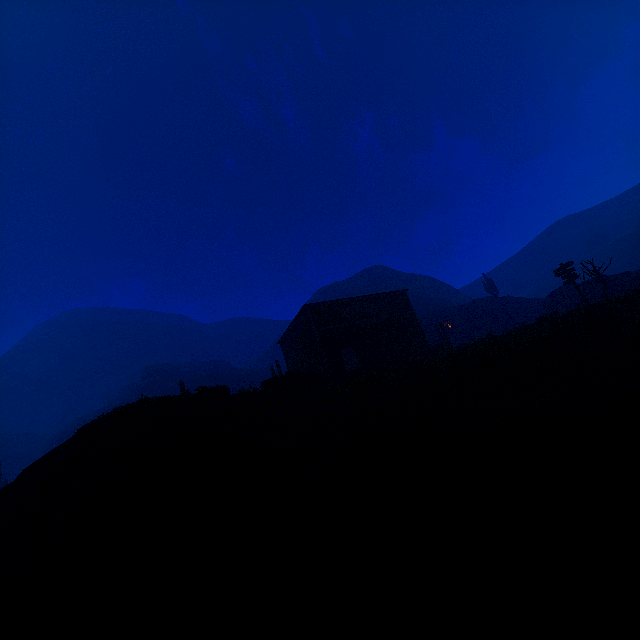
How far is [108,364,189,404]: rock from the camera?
54.62m

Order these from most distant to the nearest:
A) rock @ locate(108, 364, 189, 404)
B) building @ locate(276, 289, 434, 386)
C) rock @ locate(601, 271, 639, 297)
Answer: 1. rock @ locate(108, 364, 189, 404)
2. rock @ locate(601, 271, 639, 297)
3. building @ locate(276, 289, 434, 386)

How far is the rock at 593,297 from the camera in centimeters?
3030cm

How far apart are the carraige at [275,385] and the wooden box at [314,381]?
0.0 meters

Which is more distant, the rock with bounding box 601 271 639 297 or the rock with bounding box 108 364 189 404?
the rock with bounding box 108 364 189 404

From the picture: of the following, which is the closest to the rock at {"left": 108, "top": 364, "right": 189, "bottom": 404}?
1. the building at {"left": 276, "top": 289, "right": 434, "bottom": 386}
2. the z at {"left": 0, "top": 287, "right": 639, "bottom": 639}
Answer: the z at {"left": 0, "top": 287, "right": 639, "bottom": 639}

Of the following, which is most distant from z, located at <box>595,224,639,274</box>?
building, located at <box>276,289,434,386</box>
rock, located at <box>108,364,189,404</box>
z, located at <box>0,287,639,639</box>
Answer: rock, located at <box>108,364,189,404</box>

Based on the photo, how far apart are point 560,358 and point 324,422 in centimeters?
797cm
